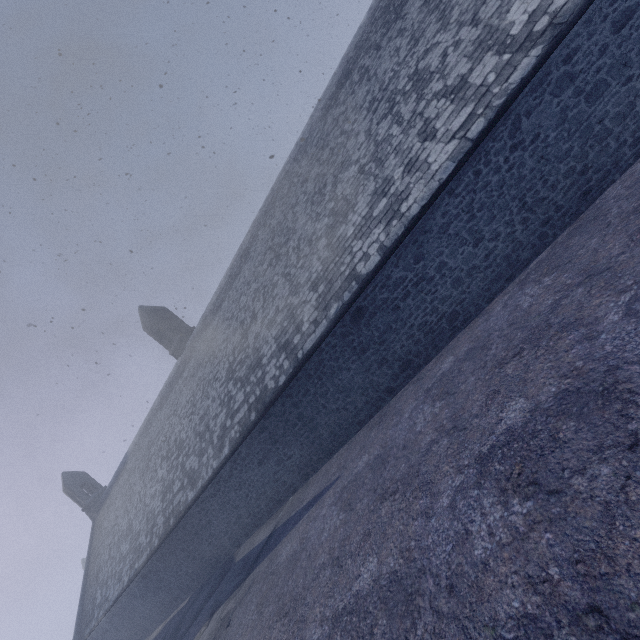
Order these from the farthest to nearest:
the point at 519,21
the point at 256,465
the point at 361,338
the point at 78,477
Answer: the point at 78,477 → the point at 256,465 → the point at 361,338 → the point at 519,21
